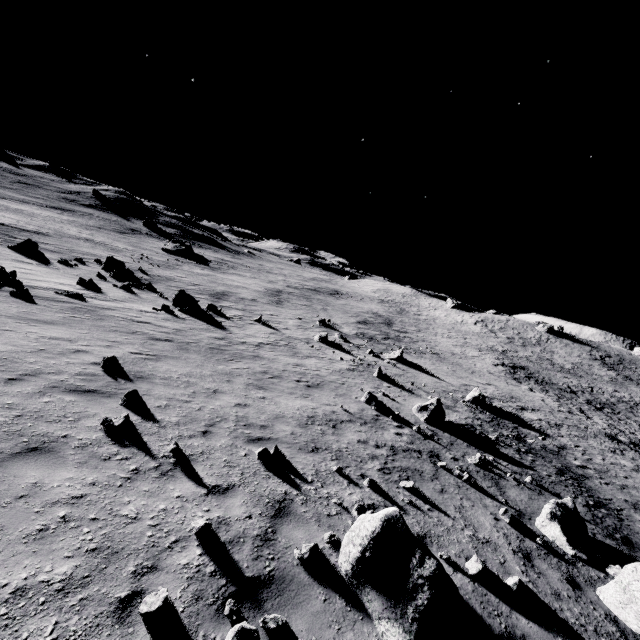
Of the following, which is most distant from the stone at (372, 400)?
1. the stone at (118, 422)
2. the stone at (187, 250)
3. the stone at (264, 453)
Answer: the stone at (187, 250)

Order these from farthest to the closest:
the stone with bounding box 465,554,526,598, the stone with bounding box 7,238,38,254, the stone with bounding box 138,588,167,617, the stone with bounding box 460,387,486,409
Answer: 1. the stone with bounding box 7,238,38,254
2. the stone with bounding box 460,387,486,409
3. the stone with bounding box 465,554,526,598
4. the stone with bounding box 138,588,167,617

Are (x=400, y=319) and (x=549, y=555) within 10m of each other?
no

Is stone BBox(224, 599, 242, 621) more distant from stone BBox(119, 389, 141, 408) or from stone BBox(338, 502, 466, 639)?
stone BBox(119, 389, 141, 408)

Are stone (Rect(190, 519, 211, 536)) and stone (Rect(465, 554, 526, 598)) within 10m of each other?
yes

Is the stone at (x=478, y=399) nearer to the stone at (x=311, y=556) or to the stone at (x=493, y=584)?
the stone at (x=493, y=584)

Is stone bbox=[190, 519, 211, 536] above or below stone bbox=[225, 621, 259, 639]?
below

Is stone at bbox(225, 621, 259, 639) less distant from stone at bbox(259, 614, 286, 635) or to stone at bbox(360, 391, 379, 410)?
stone at bbox(259, 614, 286, 635)
